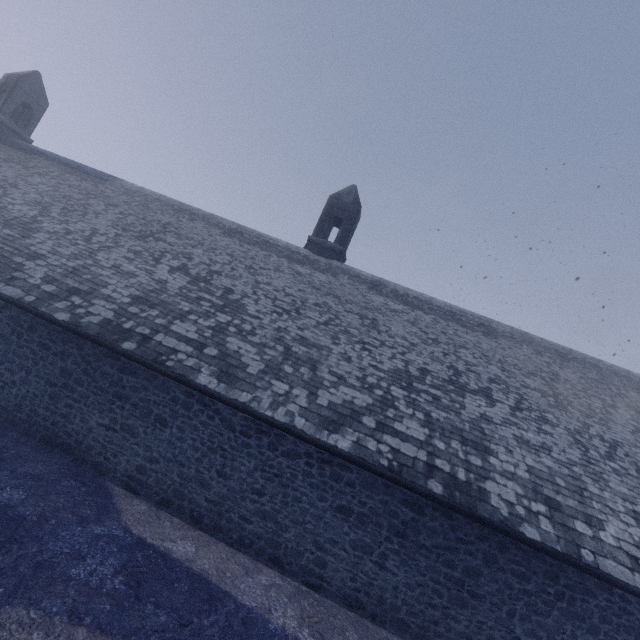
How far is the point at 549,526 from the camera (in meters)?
6.81
